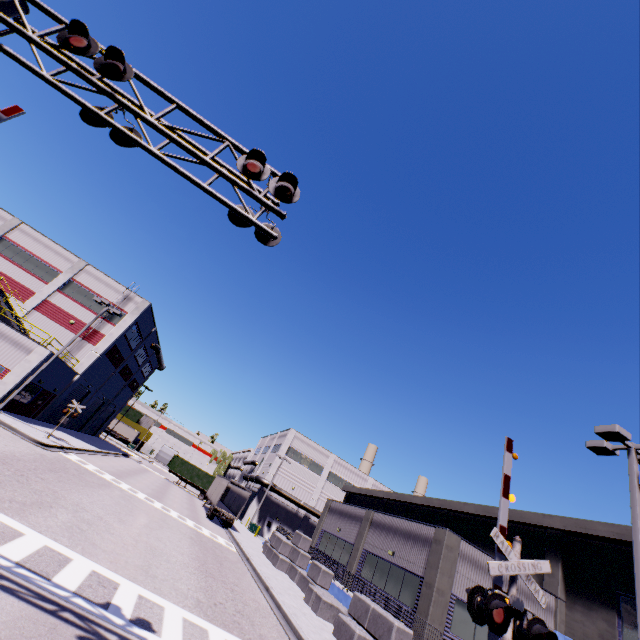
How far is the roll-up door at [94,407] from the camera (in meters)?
39.94

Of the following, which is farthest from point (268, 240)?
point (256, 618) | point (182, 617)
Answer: point (256, 618)

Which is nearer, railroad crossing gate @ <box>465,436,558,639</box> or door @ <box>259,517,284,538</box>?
railroad crossing gate @ <box>465,436,558,639</box>

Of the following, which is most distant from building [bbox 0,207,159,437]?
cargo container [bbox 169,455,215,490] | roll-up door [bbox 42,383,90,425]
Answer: cargo container [bbox 169,455,215,490]

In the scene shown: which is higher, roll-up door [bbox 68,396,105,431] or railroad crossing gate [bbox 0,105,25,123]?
railroad crossing gate [bbox 0,105,25,123]

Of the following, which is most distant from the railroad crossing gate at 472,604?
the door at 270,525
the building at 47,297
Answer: the door at 270,525

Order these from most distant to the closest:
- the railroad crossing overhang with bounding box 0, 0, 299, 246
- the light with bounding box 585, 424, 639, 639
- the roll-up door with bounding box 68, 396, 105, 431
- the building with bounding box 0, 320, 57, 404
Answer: the roll-up door with bounding box 68, 396, 105, 431
the building with bounding box 0, 320, 57, 404
the light with bounding box 585, 424, 639, 639
the railroad crossing overhang with bounding box 0, 0, 299, 246

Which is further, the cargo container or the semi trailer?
the cargo container
